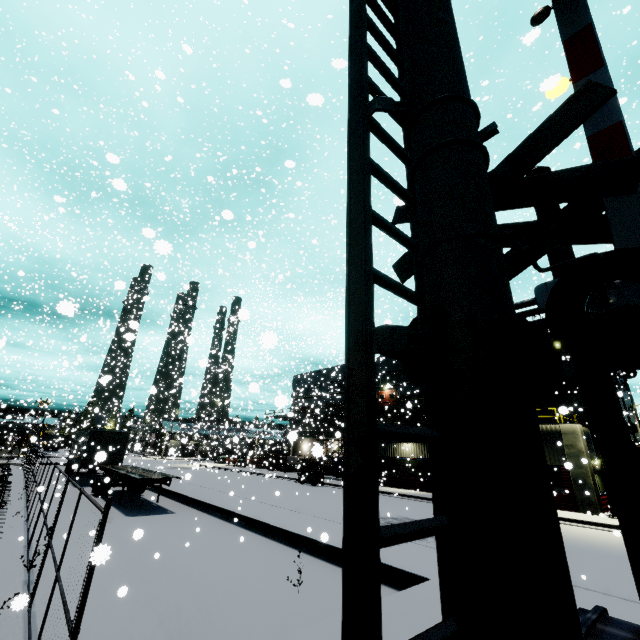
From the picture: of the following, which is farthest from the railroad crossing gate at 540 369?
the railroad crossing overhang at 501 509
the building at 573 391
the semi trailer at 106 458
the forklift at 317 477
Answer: the forklift at 317 477

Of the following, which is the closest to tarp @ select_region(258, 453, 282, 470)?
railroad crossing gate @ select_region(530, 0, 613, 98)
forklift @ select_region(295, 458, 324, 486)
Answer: forklift @ select_region(295, 458, 324, 486)

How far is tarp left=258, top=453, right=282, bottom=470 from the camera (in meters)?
39.04

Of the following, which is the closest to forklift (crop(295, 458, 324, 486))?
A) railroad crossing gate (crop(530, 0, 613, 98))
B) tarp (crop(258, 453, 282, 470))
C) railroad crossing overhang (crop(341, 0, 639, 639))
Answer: tarp (crop(258, 453, 282, 470))

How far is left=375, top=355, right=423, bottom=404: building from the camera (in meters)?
37.31

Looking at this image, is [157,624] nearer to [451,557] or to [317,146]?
[451,557]

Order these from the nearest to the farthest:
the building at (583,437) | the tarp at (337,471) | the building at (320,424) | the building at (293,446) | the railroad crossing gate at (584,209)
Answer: the railroad crossing gate at (584,209)
the building at (293,446)
the building at (583,437)
the tarp at (337,471)
the building at (320,424)
